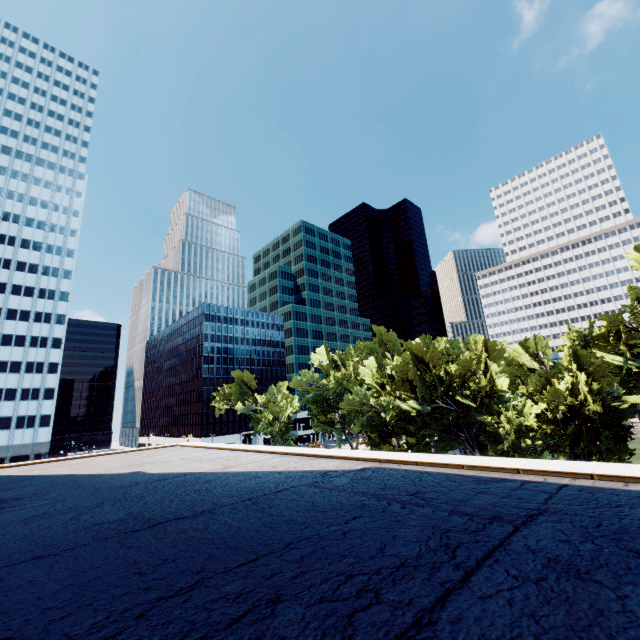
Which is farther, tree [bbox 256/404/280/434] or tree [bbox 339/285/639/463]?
tree [bbox 256/404/280/434]

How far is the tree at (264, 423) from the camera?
56.56m

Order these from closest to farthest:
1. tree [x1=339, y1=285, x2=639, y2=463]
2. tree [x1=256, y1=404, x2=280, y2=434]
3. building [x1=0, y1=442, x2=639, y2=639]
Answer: building [x1=0, y1=442, x2=639, y2=639], tree [x1=339, y1=285, x2=639, y2=463], tree [x1=256, y1=404, x2=280, y2=434]

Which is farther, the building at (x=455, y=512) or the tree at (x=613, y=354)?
the tree at (x=613, y=354)

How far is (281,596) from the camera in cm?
281

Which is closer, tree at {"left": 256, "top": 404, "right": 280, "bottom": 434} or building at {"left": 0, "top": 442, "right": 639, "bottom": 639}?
building at {"left": 0, "top": 442, "right": 639, "bottom": 639}

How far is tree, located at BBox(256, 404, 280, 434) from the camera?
56.6m
